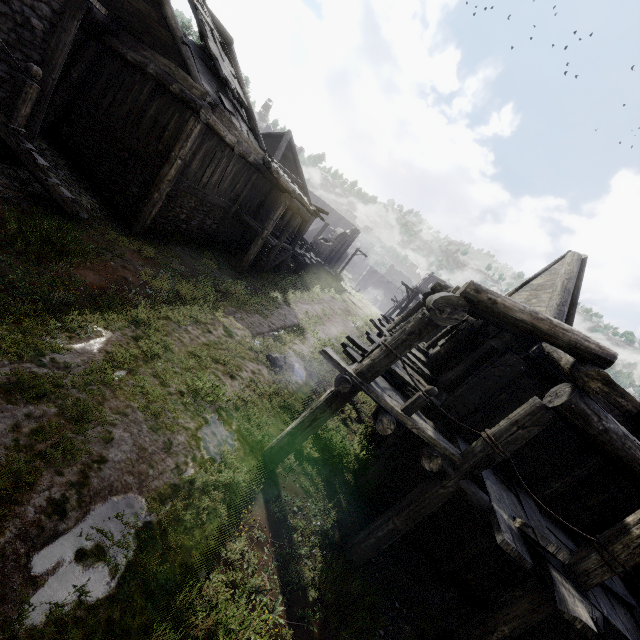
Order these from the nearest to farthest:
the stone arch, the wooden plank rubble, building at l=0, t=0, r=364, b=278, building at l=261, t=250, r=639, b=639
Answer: building at l=261, t=250, r=639, b=639 → building at l=0, t=0, r=364, b=278 → the wooden plank rubble → the stone arch

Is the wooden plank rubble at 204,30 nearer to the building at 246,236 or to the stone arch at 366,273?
the building at 246,236

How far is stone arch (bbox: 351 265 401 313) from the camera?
56.3 meters

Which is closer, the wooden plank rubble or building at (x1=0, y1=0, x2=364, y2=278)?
building at (x1=0, y1=0, x2=364, y2=278)

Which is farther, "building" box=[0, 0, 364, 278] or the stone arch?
the stone arch

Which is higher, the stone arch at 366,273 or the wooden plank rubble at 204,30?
the wooden plank rubble at 204,30

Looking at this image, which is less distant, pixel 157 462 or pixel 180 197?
pixel 157 462

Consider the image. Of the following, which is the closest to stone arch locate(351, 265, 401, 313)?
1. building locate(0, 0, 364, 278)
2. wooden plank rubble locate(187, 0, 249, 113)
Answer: building locate(0, 0, 364, 278)
